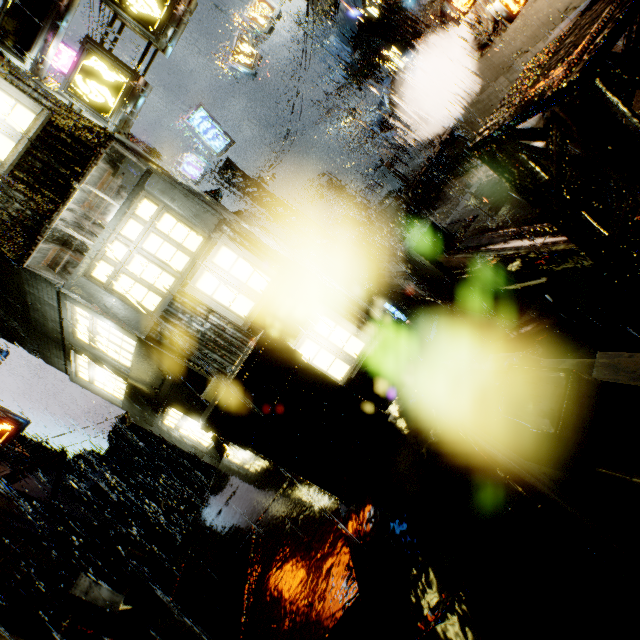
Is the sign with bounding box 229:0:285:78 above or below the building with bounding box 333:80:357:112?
above

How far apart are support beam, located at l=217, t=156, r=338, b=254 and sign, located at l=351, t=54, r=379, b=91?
7.0m

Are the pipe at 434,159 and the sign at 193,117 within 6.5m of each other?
no

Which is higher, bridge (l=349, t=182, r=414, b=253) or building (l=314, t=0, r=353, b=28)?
building (l=314, t=0, r=353, b=28)

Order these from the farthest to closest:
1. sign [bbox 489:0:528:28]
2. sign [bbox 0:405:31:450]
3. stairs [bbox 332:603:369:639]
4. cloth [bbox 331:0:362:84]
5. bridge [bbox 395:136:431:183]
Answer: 1. bridge [bbox 395:136:431:183]
2. sign [bbox 0:405:31:450]
3. cloth [bbox 331:0:362:84]
4. sign [bbox 489:0:528:28]
5. stairs [bbox 332:603:369:639]

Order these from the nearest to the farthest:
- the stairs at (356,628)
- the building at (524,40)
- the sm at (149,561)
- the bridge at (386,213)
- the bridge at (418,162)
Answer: the stairs at (356,628), the sm at (149,561), the building at (524,40), the bridge at (386,213), the bridge at (418,162)

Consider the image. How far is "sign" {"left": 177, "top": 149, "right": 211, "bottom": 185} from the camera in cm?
1700

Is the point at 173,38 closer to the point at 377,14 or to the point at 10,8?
the point at 10,8
